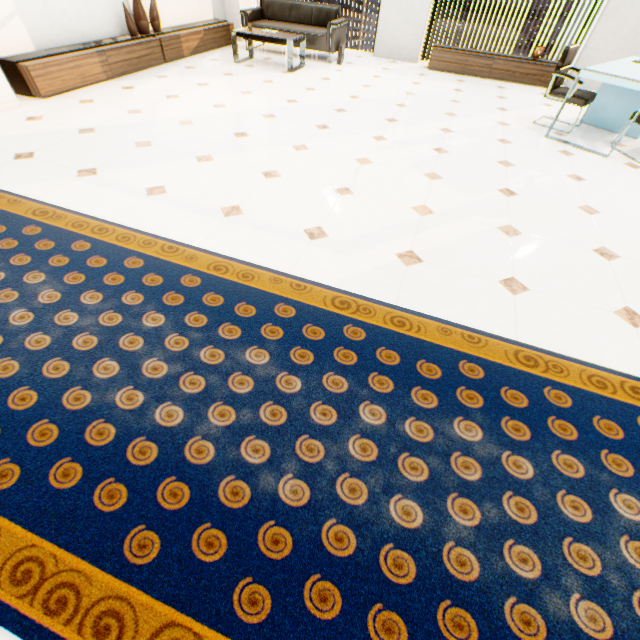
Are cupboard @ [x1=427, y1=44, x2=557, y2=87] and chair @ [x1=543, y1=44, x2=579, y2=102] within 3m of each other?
yes

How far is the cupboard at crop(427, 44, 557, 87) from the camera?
6.11m

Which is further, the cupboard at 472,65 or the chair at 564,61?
the cupboard at 472,65

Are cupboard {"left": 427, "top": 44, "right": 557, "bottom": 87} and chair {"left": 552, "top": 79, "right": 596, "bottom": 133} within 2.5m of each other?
yes

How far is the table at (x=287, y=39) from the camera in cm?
556

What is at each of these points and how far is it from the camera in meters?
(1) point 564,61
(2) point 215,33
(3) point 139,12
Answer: (1) chair, 4.2 m
(2) cupboard, 6.5 m
(3) vase, 5.1 m

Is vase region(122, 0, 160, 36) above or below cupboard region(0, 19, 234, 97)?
above

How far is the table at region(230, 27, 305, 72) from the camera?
5.6 meters
